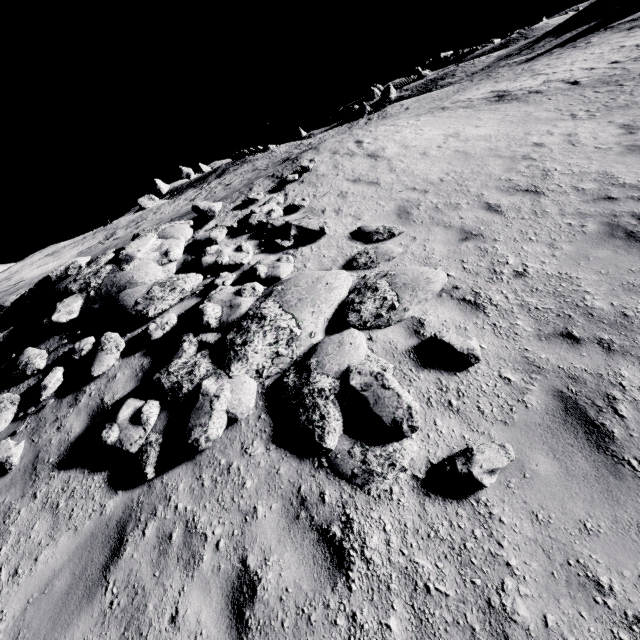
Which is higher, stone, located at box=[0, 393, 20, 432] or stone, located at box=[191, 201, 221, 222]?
stone, located at box=[191, 201, 221, 222]

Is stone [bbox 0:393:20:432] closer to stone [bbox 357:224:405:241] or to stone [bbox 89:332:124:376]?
stone [bbox 89:332:124:376]

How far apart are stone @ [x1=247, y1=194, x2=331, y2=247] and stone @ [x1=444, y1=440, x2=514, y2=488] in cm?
673

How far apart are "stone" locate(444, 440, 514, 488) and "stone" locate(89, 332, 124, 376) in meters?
6.2 m

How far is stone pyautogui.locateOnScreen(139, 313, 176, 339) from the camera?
6.49m

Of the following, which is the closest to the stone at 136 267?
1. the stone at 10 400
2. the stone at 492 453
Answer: the stone at 10 400

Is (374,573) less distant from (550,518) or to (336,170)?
(550,518)

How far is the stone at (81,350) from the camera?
6.8m
